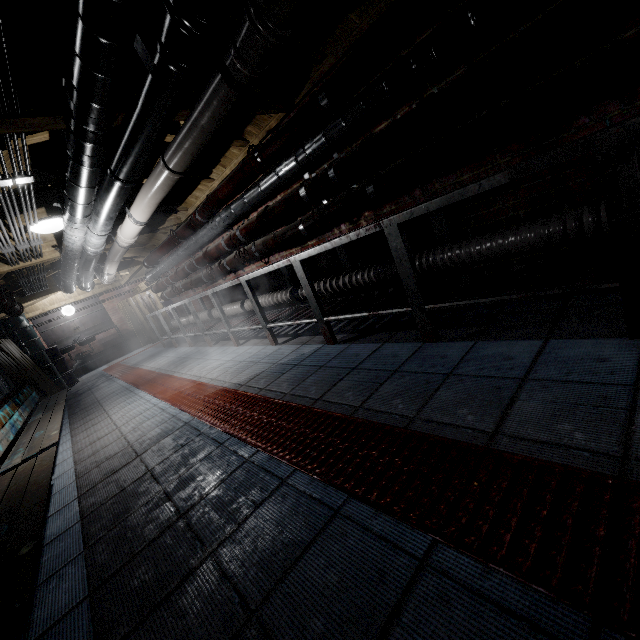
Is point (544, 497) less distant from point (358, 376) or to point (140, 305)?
point (358, 376)

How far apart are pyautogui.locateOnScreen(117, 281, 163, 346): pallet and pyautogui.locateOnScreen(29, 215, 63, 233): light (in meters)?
6.70

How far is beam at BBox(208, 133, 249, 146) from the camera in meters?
3.0 m

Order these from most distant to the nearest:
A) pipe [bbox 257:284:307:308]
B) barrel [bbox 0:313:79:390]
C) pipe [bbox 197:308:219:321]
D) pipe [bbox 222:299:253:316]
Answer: barrel [bbox 0:313:79:390], pipe [bbox 197:308:219:321], pipe [bbox 222:299:253:316], pipe [bbox 257:284:307:308]

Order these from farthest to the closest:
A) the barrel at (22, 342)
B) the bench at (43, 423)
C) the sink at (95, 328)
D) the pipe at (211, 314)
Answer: the sink at (95, 328) → the barrel at (22, 342) → the pipe at (211, 314) → the bench at (43, 423)

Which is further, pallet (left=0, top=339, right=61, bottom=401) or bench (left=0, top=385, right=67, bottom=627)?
pallet (left=0, top=339, right=61, bottom=401)

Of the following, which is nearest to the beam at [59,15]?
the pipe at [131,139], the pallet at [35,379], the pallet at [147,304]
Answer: the pipe at [131,139]

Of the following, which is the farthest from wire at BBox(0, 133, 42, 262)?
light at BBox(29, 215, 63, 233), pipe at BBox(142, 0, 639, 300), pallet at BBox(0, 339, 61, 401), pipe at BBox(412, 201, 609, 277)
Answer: pallet at BBox(0, 339, 61, 401)
